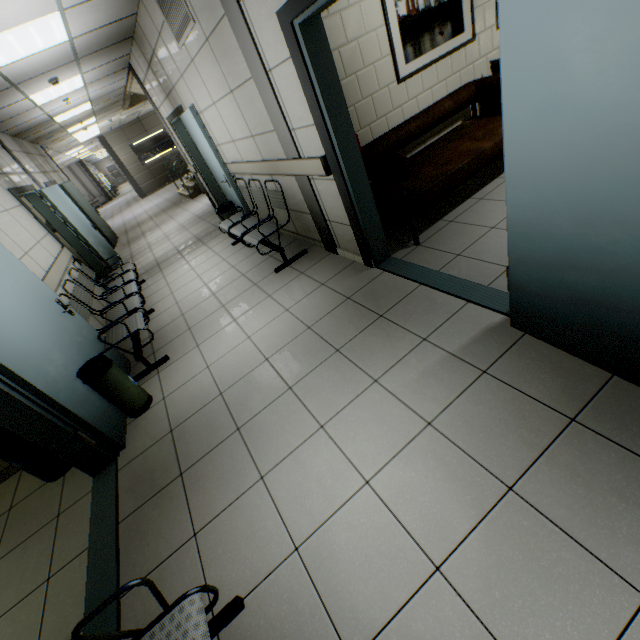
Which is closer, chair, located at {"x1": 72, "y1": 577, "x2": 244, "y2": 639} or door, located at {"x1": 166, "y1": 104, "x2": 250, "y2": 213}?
chair, located at {"x1": 72, "y1": 577, "x2": 244, "y2": 639}

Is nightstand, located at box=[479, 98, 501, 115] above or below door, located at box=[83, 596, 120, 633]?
above

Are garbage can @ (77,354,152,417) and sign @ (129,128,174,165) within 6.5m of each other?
no

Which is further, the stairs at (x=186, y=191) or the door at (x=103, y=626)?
the stairs at (x=186, y=191)

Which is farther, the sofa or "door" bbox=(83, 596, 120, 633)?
the sofa

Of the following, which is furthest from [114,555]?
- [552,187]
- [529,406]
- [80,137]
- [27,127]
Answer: [80,137]

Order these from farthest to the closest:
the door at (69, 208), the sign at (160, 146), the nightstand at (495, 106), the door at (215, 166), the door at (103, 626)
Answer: the sign at (160, 146) < the door at (69, 208) < the door at (215, 166) < the nightstand at (495, 106) < the door at (103, 626)

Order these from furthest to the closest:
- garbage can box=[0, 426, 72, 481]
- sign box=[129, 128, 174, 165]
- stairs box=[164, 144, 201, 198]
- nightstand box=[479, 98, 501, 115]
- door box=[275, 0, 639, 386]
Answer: sign box=[129, 128, 174, 165]
stairs box=[164, 144, 201, 198]
nightstand box=[479, 98, 501, 115]
garbage can box=[0, 426, 72, 481]
door box=[275, 0, 639, 386]
